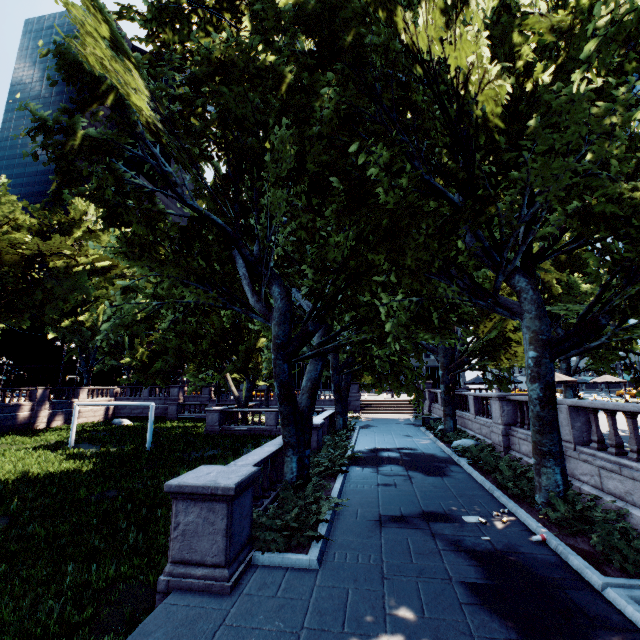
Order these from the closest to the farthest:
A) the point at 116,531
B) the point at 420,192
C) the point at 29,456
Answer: the point at 116,531 → the point at 420,192 → the point at 29,456
